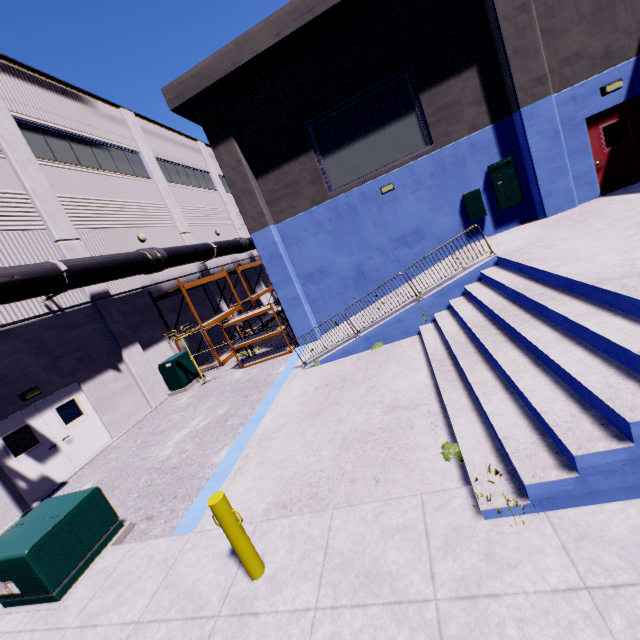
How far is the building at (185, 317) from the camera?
17.1m

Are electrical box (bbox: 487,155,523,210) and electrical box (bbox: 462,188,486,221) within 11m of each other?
yes

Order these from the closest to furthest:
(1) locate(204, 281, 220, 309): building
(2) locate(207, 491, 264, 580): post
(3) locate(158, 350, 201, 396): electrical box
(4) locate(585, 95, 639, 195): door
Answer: (2) locate(207, 491, 264, 580): post, (4) locate(585, 95, 639, 195): door, (3) locate(158, 350, 201, 396): electrical box, (1) locate(204, 281, 220, 309): building

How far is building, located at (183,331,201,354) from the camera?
17.2m

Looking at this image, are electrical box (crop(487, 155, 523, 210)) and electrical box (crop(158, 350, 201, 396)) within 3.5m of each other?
no

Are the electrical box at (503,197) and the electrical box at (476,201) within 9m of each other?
yes

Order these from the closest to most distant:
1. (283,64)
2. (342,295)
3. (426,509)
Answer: (426,509)
(283,64)
(342,295)

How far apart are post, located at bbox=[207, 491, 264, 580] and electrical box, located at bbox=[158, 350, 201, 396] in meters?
11.5
